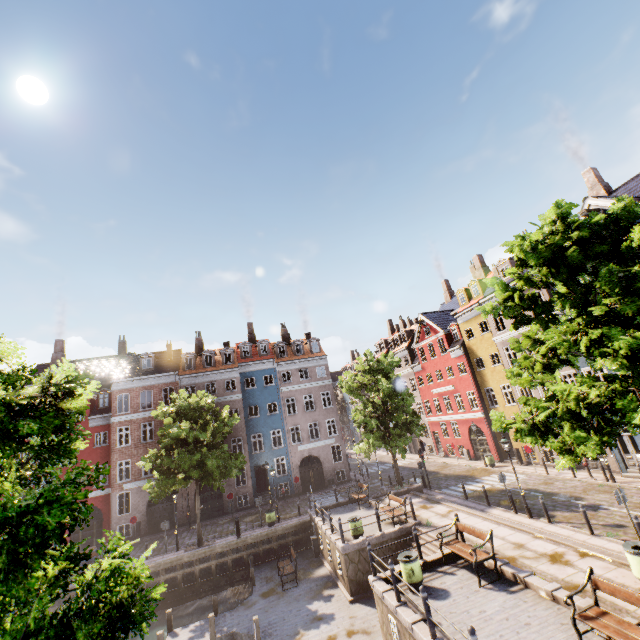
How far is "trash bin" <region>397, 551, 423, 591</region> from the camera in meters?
11.0 m

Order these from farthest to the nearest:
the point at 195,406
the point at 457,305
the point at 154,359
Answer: the point at 457,305, the point at 154,359, the point at 195,406

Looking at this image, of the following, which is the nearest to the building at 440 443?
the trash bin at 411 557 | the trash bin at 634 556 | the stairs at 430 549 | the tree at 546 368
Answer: the tree at 546 368

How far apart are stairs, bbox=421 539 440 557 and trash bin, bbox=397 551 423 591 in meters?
1.8

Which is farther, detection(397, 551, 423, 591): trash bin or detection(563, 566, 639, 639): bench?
detection(397, 551, 423, 591): trash bin

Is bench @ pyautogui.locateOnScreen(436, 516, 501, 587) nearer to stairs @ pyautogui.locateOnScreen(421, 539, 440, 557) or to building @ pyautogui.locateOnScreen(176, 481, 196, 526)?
stairs @ pyautogui.locateOnScreen(421, 539, 440, 557)

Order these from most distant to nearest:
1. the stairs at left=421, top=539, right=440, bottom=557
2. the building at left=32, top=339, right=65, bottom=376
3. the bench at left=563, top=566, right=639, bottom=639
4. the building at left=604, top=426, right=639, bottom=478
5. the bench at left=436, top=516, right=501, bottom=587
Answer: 1. the building at left=32, top=339, right=65, bottom=376
2. the building at left=604, top=426, right=639, bottom=478
3. the stairs at left=421, top=539, right=440, bottom=557
4. the bench at left=436, top=516, right=501, bottom=587
5. the bench at left=563, top=566, right=639, bottom=639

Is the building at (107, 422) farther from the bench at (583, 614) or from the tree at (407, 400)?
the bench at (583, 614)
